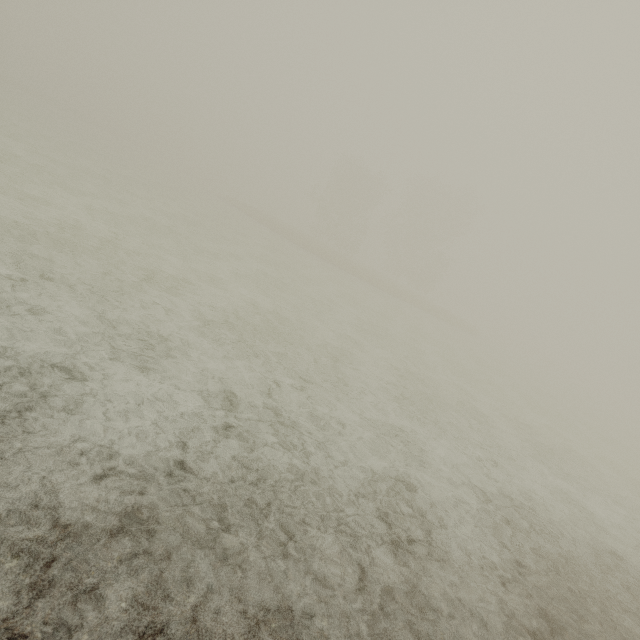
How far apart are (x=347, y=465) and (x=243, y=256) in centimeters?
1355cm
